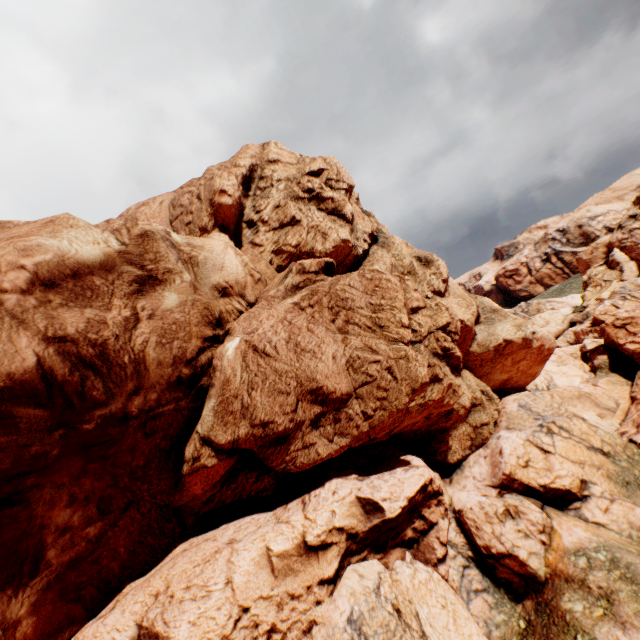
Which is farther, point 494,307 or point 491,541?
point 494,307
